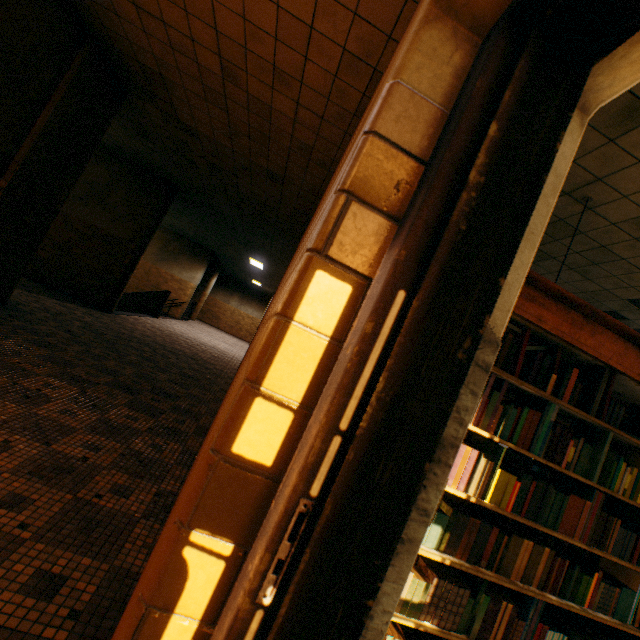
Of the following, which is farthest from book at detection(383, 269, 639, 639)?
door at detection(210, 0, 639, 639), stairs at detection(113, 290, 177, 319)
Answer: stairs at detection(113, 290, 177, 319)

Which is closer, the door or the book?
the door

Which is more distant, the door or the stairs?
the stairs

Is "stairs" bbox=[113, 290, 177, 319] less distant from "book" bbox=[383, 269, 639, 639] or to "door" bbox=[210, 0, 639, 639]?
"book" bbox=[383, 269, 639, 639]

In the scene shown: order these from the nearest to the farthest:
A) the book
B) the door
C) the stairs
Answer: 1. the door
2. the book
3. the stairs

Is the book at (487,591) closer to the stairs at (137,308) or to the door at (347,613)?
the door at (347,613)

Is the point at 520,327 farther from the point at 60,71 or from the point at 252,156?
the point at 60,71

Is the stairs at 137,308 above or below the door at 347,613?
below
